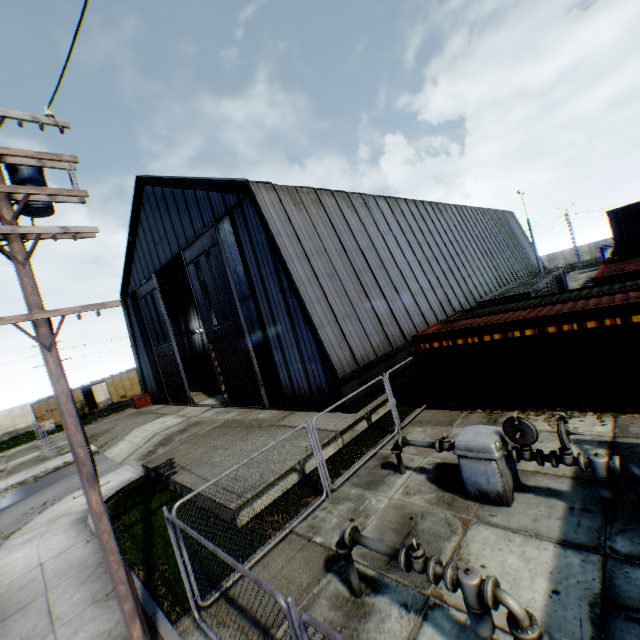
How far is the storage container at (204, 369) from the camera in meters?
31.1 m

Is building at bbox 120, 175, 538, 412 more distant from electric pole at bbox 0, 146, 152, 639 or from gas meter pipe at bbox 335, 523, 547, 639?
electric pole at bbox 0, 146, 152, 639

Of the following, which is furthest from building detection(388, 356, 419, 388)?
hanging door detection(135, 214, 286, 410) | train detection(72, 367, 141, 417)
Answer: train detection(72, 367, 141, 417)

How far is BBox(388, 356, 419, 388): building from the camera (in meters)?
15.53

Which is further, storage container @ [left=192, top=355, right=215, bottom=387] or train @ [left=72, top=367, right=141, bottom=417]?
train @ [left=72, top=367, right=141, bottom=417]

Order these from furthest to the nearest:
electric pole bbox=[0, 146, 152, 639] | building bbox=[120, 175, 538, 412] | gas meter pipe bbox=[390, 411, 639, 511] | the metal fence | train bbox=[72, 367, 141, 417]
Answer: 1. train bbox=[72, 367, 141, 417]
2. building bbox=[120, 175, 538, 412]
3. gas meter pipe bbox=[390, 411, 639, 511]
4. electric pole bbox=[0, 146, 152, 639]
5. the metal fence

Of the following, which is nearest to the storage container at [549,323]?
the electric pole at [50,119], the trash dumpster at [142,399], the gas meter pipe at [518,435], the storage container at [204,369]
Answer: the gas meter pipe at [518,435]

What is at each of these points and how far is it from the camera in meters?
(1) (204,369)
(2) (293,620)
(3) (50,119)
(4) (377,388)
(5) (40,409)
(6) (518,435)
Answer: (1) storage container, 31.4 m
(2) metal fence, 3.2 m
(3) electric pole, 5.6 m
(4) building, 14.7 m
(5) train, 37.4 m
(6) gas meter pipe, 6.3 m
